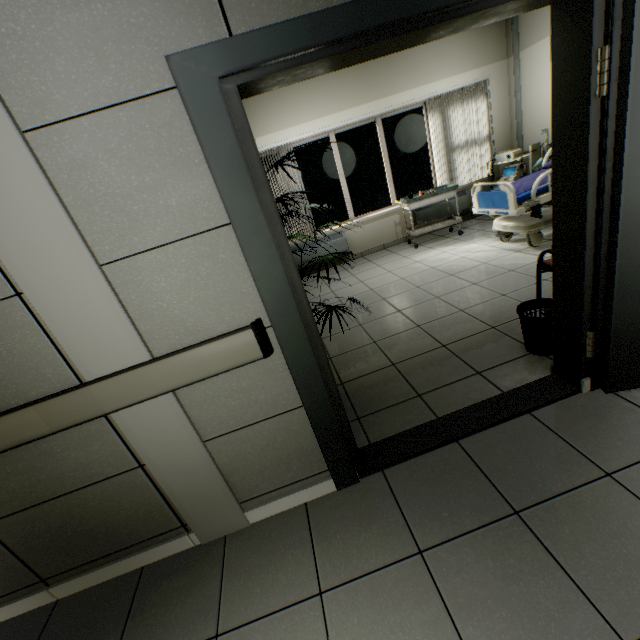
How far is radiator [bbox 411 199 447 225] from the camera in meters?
6.4

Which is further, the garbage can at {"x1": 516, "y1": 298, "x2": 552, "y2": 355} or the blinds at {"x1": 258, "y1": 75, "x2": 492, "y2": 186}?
the blinds at {"x1": 258, "y1": 75, "x2": 492, "y2": 186}

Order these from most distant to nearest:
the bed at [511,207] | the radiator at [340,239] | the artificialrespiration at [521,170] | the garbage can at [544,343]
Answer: the radiator at [340,239] → the artificialrespiration at [521,170] → the bed at [511,207] → the garbage can at [544,343]

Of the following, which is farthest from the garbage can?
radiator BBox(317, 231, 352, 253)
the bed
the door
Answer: radiator BBox(317, 231, 352, 253)

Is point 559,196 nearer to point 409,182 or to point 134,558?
point 134,558

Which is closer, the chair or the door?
the door

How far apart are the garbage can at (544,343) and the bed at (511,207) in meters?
2.0 m

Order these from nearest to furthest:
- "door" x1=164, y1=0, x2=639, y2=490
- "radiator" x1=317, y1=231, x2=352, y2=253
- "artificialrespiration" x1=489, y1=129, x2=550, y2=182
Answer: "door" x1=164, y1=0, x2=639, y2=490 < "artificialrespiration" x1=489, y1=129, x2=550, y2=182 < "radiator" x1=317, y1=231, x2=352, y2=253
